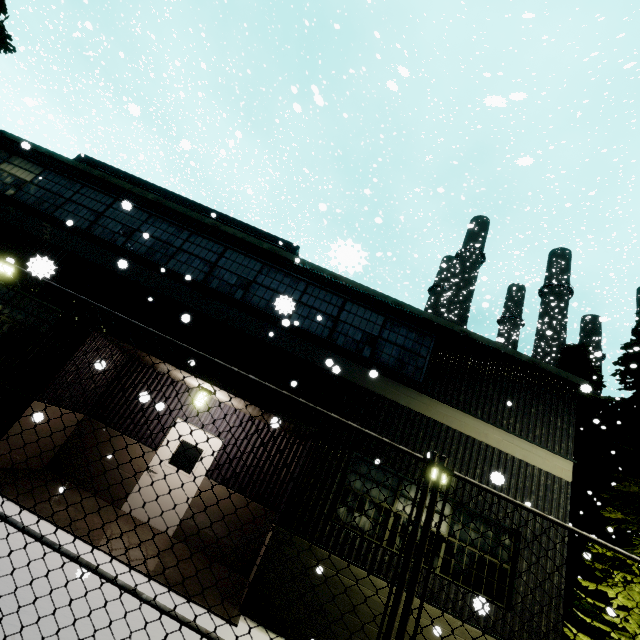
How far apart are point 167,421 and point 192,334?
2.89m

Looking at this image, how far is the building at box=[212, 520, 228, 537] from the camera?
8.1 meters

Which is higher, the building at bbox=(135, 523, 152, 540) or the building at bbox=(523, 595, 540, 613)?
the building at bbox=(523, 595, 540, 613)

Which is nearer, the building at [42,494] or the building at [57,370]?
the building at [42,494]

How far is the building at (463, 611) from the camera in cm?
630
